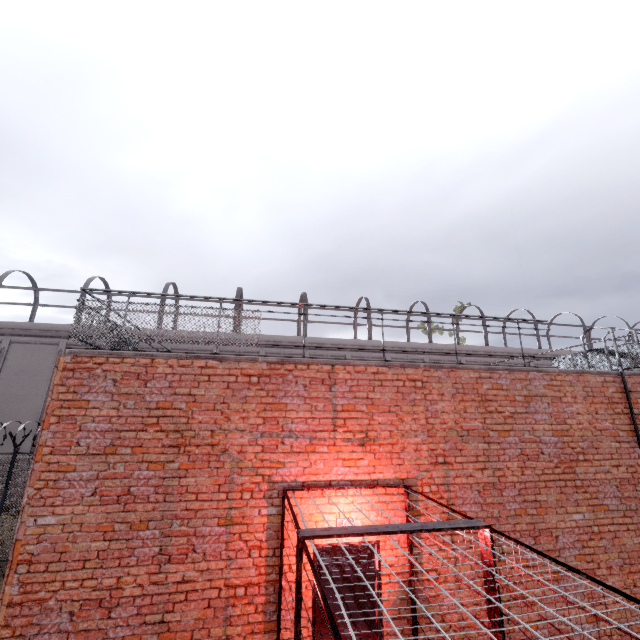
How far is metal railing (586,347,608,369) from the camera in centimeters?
854cm

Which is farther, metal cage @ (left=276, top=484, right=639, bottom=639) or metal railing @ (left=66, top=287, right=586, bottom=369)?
metal railing @ (left=66, top=287, right=586, bottom=369)

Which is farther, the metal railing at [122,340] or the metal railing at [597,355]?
the metal railing at [597,355]

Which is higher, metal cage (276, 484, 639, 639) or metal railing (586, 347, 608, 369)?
metal railing (586, 347, 608, 369)

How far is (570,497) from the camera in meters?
5.9

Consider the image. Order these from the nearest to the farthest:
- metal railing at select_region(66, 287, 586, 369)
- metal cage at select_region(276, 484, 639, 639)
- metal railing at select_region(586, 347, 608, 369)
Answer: metal cage at select_region(276, 484, 639, 639) < metal railing at select_region(66, 287, 586, 369) < metal railing at select_region(586, 347, 608, 369)

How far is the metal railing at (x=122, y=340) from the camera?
5.2 meters
